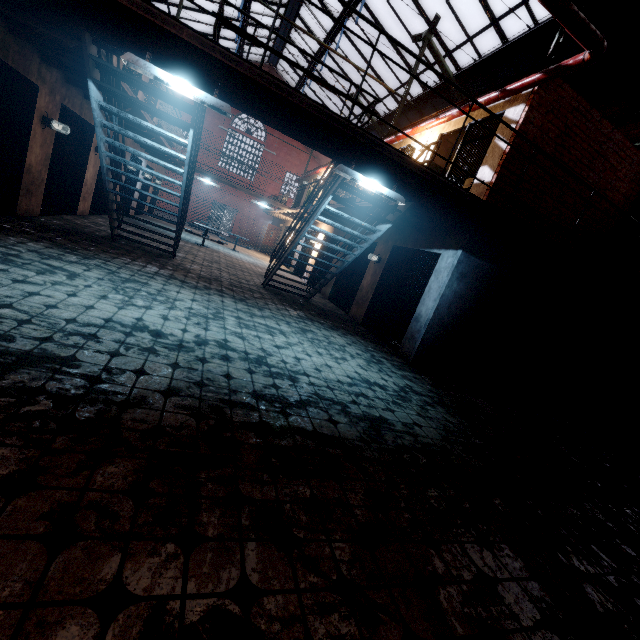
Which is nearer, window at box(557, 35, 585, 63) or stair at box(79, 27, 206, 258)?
stair at box(79, 27, 206, 258)

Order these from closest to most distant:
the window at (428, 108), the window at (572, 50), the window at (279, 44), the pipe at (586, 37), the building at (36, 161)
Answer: the pipe at (586, 37) → the building at (36, 161) → the window at (572, 50) → the window at (428, 108) → the window at (279, 44)

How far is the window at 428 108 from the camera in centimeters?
1294cm

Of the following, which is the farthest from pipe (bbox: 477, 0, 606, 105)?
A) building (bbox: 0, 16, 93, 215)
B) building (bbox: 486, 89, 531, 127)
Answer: building (bbox: 0, 16, 93, 215)

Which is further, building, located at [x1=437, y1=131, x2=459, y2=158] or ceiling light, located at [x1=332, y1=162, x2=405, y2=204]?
building, located at [x1=437, y1=131, x2=459, y2=158]

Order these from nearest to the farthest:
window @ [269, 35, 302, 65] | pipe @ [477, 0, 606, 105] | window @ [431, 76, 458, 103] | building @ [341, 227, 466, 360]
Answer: pipe @ [477, 0, 606, 105] → building @ [341, 227, 466, 360] → window @ [431, 76, 458, 103] → window @ [269, 35, 302, 65]

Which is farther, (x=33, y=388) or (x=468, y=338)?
(x=468, y=338)

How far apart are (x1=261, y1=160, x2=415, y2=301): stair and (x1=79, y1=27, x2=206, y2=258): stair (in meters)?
2.38
